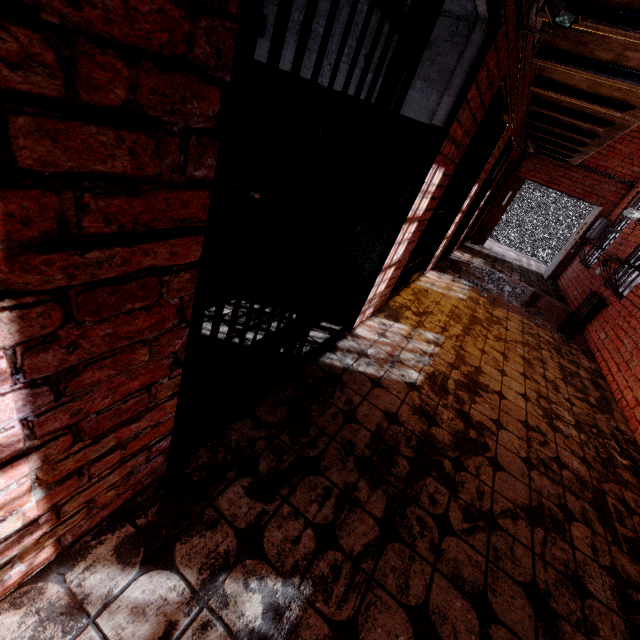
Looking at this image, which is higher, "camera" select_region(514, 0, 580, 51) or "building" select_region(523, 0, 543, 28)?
"building" select_region(523, 0, 543, 28)

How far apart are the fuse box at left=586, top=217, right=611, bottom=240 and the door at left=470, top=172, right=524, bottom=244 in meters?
2.2

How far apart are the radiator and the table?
6.0 meters

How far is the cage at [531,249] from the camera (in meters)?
11.64

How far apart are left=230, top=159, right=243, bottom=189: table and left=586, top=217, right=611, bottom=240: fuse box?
9.6 meters

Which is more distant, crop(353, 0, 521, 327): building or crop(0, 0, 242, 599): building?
crop(353, 0, 521, 327): building

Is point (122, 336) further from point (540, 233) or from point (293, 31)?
point (540, 233)

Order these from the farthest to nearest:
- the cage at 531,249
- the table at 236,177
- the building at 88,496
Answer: the cage at 531,249
the table at 236,177
the building at 88,496
